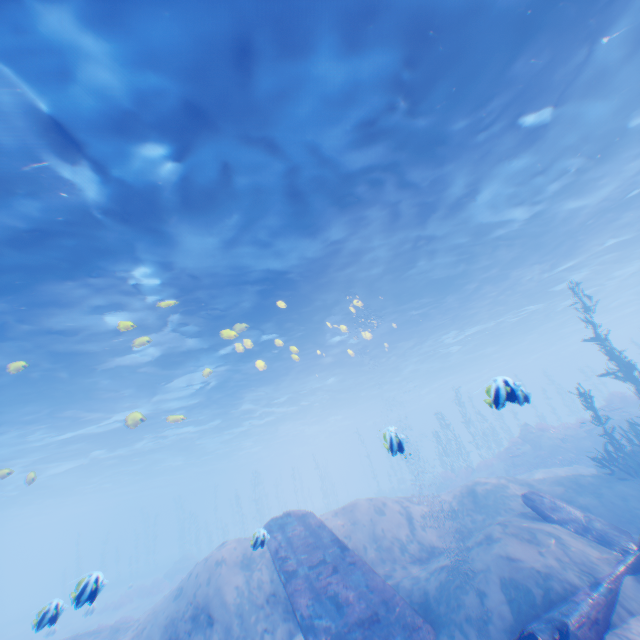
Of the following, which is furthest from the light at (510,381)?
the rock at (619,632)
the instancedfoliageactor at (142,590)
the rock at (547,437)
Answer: the instancedfoliageactor at (142,590)

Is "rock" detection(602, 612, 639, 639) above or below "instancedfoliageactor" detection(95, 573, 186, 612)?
above

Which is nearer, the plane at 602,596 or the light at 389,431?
the plane at 602,596

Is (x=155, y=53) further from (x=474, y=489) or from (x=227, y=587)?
(x=474, y=489)

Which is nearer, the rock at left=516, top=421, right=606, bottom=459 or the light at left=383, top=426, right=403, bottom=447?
the light at left=383, top=426, right=403, bottom=447

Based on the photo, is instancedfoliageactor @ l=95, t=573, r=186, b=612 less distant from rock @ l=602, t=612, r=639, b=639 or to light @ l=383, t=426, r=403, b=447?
rock @ l=602, t=612, r=639, b=639

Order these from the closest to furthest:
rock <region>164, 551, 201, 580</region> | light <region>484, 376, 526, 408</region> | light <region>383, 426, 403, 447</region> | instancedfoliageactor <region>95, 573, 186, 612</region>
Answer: light <region>484, 376, 526, 408</region> < light <region>383, 426, 403, 447</region> < instancedfoliageactor <region>95, 573, 186, 612</region> < rock <region>164, 551, 201, 580</region>

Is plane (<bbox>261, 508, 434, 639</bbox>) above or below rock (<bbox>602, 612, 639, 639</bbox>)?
above
